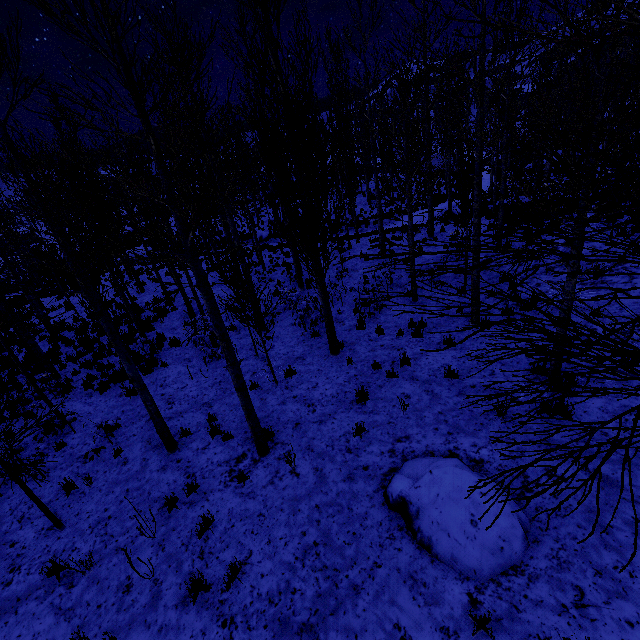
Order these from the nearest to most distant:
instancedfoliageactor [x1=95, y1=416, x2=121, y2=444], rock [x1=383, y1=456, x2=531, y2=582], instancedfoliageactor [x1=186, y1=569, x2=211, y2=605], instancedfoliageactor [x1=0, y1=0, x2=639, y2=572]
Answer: instancedfoliageactor [x1=0, y1=0, x2=639, y2=572] < rock [x1=383, y1=456, x2=531, y2=582] < instancedfoliageactor [x1=186, y1=569, x2=211, y2=605] < instancedfoliageactor [x1=95, y1=416, x2=121, y2=444]

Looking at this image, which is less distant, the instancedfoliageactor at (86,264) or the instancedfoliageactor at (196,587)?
the instancedfoliageactor at (86,264)

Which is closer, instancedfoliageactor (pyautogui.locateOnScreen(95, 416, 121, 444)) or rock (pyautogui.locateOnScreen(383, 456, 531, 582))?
rock (pyautogui.locateOnScreen(383, 456, 531, 582))

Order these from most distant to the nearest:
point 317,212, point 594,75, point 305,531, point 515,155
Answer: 1. point 594,75
2. point 515,155
3. point 317,212
4. point 305,531

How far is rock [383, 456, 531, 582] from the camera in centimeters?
400cm

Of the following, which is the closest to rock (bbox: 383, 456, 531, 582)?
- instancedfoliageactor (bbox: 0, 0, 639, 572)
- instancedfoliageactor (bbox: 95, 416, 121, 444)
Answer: instancedfoliageactor (bbox: 95, 416, 121, 444)

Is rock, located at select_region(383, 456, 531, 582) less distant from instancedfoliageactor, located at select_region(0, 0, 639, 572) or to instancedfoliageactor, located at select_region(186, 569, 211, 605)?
instancedfoliageactor, located at select_region(186, 569, 211, 605)
